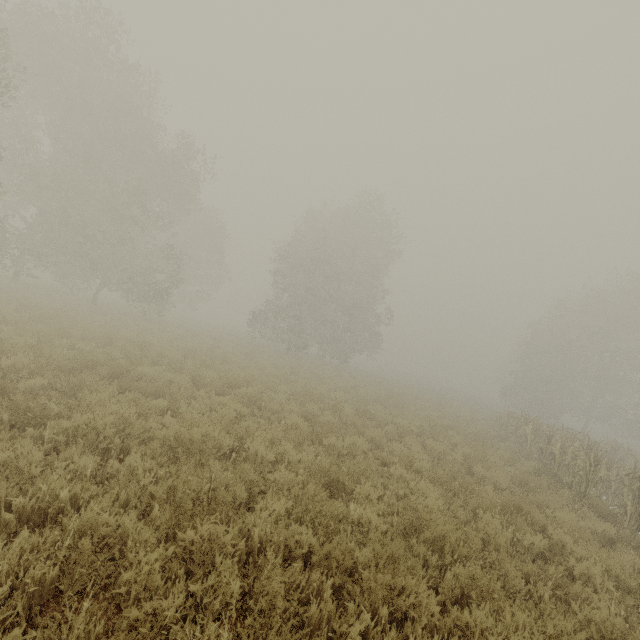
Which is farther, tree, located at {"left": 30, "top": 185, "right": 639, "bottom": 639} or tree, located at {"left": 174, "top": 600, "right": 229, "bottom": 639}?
tree, located at {"left": 30, "top": 185, "right": 639, "bottom": 639}

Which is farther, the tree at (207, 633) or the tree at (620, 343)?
the tree at (620, 343)

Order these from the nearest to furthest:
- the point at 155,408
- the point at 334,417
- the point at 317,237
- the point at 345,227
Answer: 1. the point at 155,408
2. the point at 334,417
3. the point at 317,237
4. the point at 345,227
